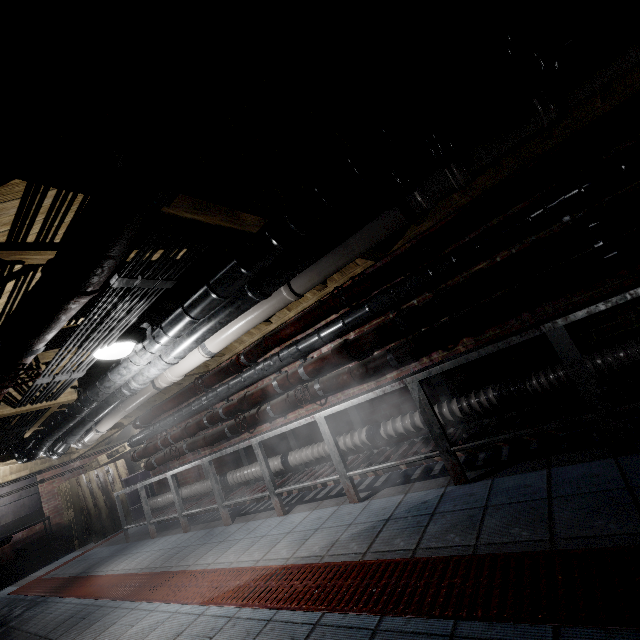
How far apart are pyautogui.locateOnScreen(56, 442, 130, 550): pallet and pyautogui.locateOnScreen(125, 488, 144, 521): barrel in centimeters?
1cm

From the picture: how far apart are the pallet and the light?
6.7 meters

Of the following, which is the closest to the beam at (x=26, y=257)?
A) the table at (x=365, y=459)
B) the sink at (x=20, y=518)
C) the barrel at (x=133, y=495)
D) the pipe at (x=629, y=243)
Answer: the pipe at (x=629, y=243)

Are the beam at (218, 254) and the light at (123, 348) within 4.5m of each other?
yes

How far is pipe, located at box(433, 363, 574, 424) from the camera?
2.3m

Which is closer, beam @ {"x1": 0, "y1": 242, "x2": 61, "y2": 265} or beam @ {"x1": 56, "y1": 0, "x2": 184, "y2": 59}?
beam @ {"x1": 56, "y1": 0, "x2": 184, "y2": 59}

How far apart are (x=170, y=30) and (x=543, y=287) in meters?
2.6

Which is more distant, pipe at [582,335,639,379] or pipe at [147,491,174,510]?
pipe at [147,491,174,510]
